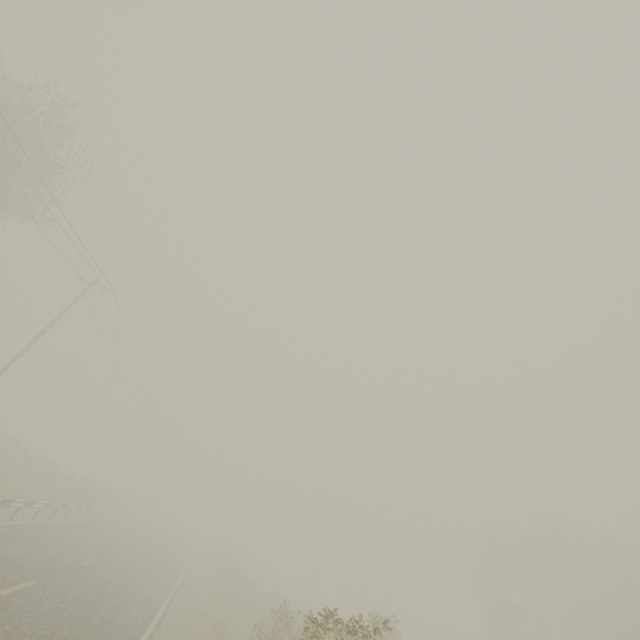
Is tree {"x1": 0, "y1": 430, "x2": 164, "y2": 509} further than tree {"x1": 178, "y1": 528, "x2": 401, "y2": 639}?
Yes

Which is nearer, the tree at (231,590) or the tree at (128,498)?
the tree at (231,590)

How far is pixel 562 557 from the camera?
31.1 meters
